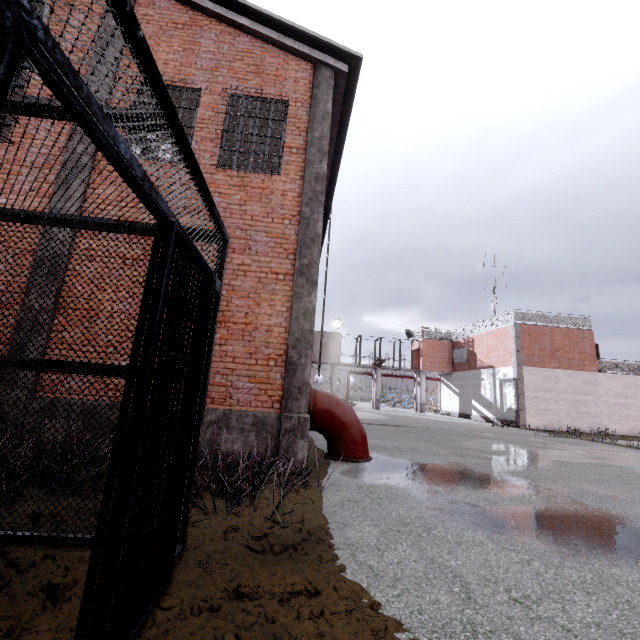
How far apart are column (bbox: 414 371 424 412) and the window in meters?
2.8

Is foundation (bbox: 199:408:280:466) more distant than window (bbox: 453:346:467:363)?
No

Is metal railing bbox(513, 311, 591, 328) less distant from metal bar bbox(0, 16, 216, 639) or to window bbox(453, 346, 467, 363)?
window bbox(453, 346, 467, 363)

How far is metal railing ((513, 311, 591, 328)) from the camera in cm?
2311

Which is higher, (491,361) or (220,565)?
(491,361)

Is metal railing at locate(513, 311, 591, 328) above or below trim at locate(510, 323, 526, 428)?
above

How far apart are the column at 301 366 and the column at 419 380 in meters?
27.2

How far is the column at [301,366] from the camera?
5.8m
